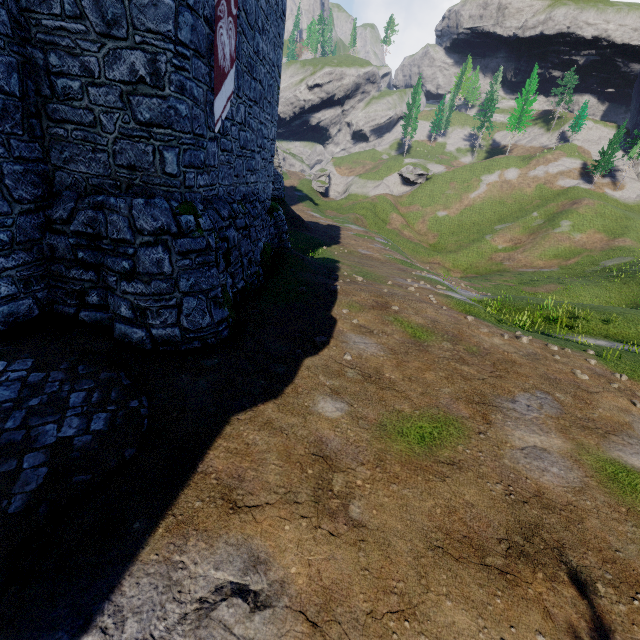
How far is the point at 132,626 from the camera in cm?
272

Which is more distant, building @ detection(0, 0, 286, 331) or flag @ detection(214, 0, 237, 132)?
flag @ detection(214, 0, 237, 132)

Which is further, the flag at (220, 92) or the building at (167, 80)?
the flag at (220, 92)
